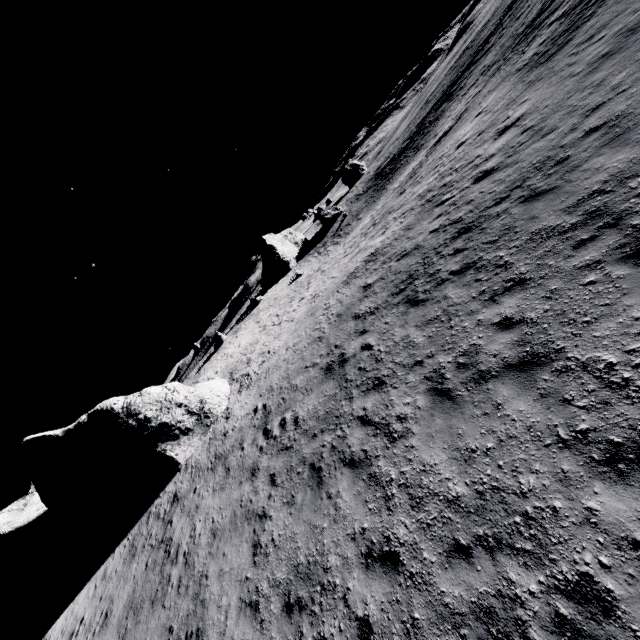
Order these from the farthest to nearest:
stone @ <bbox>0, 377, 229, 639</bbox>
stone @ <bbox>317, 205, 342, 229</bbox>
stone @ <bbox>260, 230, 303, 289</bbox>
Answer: stone @ <bbox>317, 205, 342, 229</bbox> < stone @ <bbox>260, 230, 303, 289</bbox> < stone @ <bbox>0, 377, 229, 639</bbox>

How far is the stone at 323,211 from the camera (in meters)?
57.91

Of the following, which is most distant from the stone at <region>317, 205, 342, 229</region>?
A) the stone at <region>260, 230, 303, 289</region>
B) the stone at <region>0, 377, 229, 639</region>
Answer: the stone at <region>0, 377, 229, 639</region>

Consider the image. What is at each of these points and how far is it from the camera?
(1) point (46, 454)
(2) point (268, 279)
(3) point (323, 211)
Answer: (1) stone, 17.55m
(2) stone, 55.81m
(3) stone, 59.88m

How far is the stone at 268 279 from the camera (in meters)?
54.81

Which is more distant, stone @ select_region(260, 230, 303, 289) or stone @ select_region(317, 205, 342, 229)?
stone @ select_region(317, 205, 342, 229)

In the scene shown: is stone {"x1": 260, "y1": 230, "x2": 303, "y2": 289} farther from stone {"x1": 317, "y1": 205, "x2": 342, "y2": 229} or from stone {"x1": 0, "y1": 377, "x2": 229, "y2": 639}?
stone {"x1": 0, "y1": 377, "x2": 229, "y2": 639}
